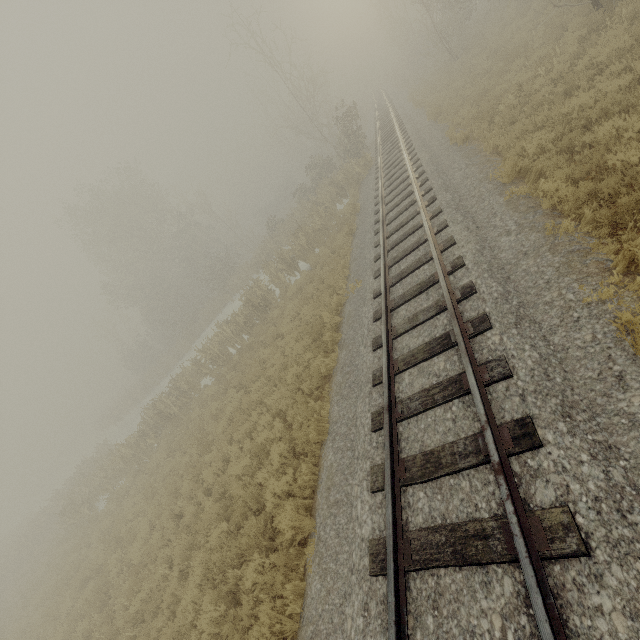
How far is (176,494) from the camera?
11.7 meters
